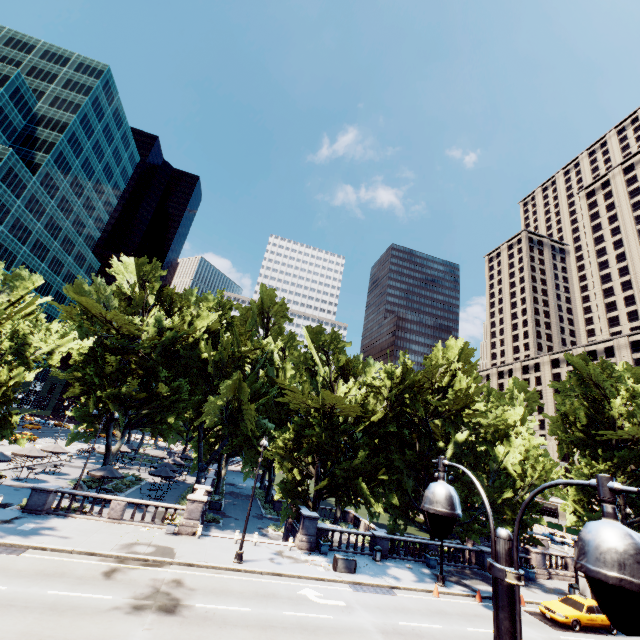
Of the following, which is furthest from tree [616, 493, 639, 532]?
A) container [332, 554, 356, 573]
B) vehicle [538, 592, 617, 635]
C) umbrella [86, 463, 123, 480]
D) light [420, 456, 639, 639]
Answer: light [420, 456, 639, 639]

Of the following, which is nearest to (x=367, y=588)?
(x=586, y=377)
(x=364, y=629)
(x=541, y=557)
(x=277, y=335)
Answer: (x=364, y=629)

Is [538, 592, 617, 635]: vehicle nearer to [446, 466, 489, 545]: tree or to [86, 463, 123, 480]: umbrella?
[446, 466, 489, 545]: tree

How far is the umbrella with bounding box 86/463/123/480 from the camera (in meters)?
26.88

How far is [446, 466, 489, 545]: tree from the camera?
28.7 meters

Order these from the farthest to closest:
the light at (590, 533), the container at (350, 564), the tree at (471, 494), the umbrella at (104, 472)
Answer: the tree at (471, 494)
the umbrella at (104, 472)
the container at (350, 564)
the light at (590, 533)

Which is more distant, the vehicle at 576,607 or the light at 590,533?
the vehicle at 576,607

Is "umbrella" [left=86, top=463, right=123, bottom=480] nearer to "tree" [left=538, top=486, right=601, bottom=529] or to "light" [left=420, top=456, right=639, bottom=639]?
→ "tree" [left=538, top=486, right=601, bottom=529]
